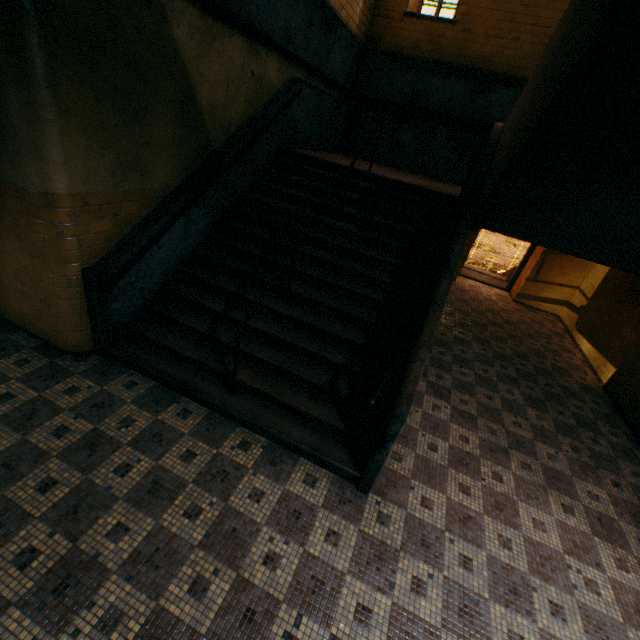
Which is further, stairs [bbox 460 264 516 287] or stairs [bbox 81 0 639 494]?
stairs [bbox 460 264 516 287]

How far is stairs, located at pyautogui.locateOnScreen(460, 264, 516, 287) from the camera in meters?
11.0 m

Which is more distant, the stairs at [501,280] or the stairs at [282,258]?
the stairs at [501,280]

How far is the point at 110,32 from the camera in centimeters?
295cm

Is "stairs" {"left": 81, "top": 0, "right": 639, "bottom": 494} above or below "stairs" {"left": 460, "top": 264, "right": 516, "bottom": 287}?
above

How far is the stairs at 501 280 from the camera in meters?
11.0 m
